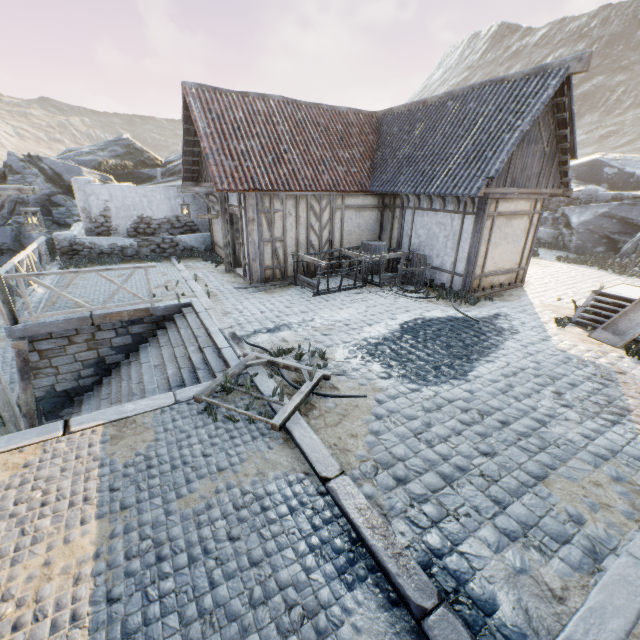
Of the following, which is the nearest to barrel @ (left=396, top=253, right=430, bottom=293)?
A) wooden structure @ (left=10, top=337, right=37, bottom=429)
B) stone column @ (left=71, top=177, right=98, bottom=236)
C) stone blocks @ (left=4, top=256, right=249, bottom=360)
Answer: stone blocks @ (left=4, top=256, right=249, bottom=360)

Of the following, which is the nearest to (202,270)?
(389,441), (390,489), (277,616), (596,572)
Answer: (389,441)

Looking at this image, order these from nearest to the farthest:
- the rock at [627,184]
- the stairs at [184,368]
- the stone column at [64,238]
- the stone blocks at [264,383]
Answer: the stone blocks at [264,383] < the stairs at [184,368] < the stone column at [64,238] < the rock at [627,184]

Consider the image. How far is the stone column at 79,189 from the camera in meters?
Answer: 12.7 m

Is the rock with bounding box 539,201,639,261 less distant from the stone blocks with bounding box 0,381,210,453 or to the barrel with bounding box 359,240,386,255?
the stone blocks with bounding box 0,381,210,453

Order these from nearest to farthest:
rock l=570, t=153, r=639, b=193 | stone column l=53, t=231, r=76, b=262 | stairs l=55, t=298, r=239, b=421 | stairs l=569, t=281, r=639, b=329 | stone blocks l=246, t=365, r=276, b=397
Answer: stone blocks l=246, t=365, r=276, b=397 → stairs l=55, t=298, r=239, b=421 → stairs l=569, t=281, r=639, b=329 → stone column l=53, t=231, r=76, b=262 → rock l=570, t=153, r=639, b=193

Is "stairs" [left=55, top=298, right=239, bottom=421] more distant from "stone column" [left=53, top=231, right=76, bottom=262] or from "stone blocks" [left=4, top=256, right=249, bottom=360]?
"stone column" [left=53, top=231, right=76, bottom=262]

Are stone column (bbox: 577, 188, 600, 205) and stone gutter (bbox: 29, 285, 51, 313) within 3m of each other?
no
